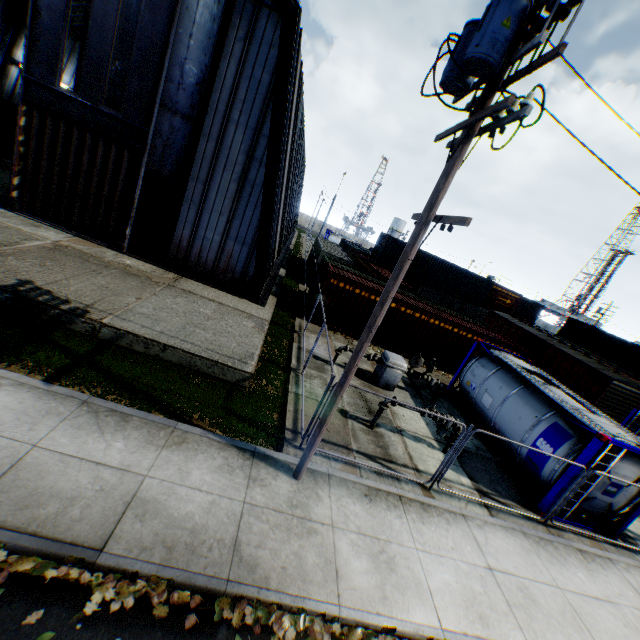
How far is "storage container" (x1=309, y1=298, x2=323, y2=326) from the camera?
16.75m

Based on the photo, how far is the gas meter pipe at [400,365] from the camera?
12.9m

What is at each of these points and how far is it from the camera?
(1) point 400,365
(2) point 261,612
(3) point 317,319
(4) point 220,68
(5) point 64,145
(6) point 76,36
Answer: (1) gas meter pipe, 12.9m
(2) leaf decal, 4.8m
(3) storage container, 17.1m
(4) building, 12.0m
(5) hanging door, 12.6m
(6) building, 30.5m

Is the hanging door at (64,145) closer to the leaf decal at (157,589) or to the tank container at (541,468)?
the leaf decal at (157,589)

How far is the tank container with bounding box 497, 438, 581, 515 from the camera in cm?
926

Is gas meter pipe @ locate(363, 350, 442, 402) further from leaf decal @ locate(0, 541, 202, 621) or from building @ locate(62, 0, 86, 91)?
leaf decal @ locate(0, 541, 202, 621)

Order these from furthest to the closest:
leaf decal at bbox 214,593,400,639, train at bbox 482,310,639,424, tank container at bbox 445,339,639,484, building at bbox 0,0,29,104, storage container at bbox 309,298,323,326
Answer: building at bbox 0,0,29,104 < train at bbox 482,310,639,424 < storage container at bbox 309,298,323,326 < tank container at bbox 445,339,639,484 < leaf decal at bbox 214,593,400,639

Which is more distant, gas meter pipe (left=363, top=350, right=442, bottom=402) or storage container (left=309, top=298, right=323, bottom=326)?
storage container (left=309, top=298, right=323, bottom=326)
